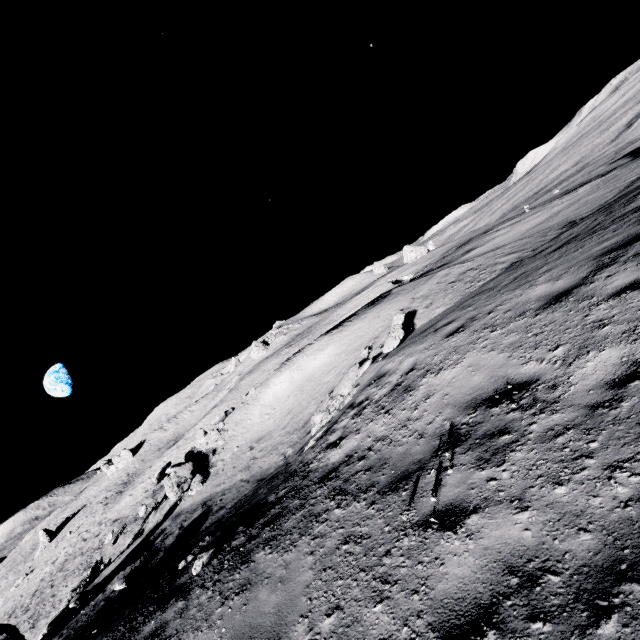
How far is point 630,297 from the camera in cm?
425

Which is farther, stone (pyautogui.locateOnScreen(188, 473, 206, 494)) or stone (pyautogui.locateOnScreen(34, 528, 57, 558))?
stone (pyautogui.locateOnScreen(34, 528, 57, 558))

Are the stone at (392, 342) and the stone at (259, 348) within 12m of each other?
no

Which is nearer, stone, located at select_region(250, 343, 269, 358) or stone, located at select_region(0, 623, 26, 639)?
stone, located at select_region(0, 623, 26, 639)

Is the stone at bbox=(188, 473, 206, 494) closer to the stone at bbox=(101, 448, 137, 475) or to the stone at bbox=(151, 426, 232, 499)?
the stone at bbox=(151, 426, 232, 499)

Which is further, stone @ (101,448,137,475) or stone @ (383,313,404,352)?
stone @ (101,448,137,475)

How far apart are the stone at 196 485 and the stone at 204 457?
0.55m

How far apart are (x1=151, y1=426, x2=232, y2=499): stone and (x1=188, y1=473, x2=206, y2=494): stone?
0.5 meters
